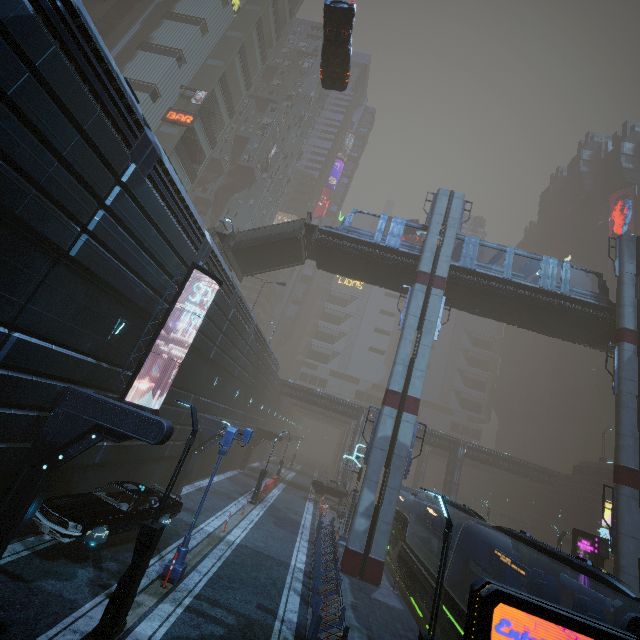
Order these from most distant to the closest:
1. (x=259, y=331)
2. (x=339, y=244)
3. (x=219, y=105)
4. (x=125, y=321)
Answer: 1. (x=219, y=105)
2. (x=259, y=331)
3. (x=339, y=244)
4. (x=125, y=321)

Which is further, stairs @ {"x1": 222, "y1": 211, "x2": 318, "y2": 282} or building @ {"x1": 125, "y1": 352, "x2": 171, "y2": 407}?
stairs @ {"x1": 222, "y1": 211, "x2": 318, "y2": 282}

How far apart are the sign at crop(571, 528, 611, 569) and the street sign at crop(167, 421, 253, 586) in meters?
22.4 m

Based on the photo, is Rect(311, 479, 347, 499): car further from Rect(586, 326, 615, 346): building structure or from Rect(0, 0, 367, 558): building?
Rect(586, 326, 615, 346): building structure

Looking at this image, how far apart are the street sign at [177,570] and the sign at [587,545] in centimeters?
2240cm

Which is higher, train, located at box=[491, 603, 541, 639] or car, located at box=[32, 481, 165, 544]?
train, located at box=[491, 603, 541, 639]

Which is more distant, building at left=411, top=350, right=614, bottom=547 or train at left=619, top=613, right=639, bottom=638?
building at left=411, top=350, right=614, bottom=547

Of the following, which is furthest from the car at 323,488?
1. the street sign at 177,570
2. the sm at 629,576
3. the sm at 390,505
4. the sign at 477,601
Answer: the sign at 477,601
